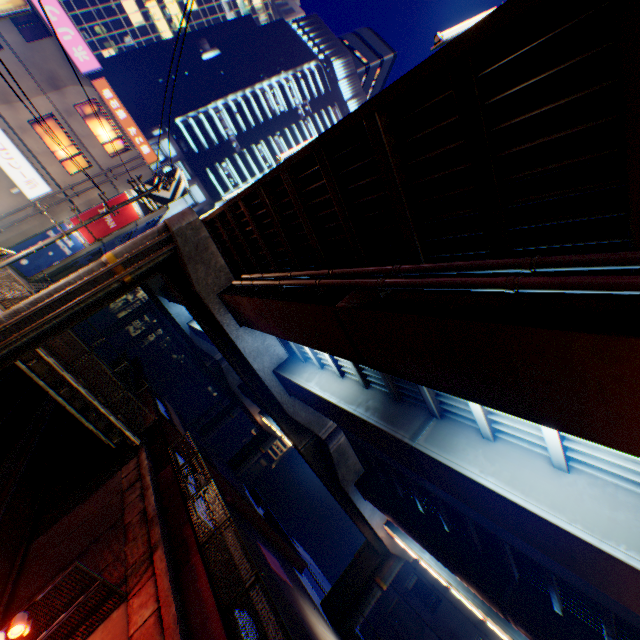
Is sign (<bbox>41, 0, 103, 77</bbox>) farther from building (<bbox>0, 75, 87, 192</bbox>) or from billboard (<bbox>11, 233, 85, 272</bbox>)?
billboard (<bbox>11, 233, 85, 272</bbox>)

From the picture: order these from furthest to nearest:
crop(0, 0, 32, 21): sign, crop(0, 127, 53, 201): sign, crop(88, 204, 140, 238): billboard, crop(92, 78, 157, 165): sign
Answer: crop(88, 204, 140, 238): billboard < crop(92, 78, 157, 165): sign < crop(0, 127, 53, 201): sign < crop(0, 0, 32, 21): sign

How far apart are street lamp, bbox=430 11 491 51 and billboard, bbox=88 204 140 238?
26.55m

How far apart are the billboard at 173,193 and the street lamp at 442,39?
26.53m

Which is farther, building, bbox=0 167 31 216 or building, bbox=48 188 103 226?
building, bbox=48 188 103 226

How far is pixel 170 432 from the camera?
23.2 meters

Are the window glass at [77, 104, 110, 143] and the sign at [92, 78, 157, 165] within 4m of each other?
yes

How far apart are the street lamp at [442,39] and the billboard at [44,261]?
26.99m
